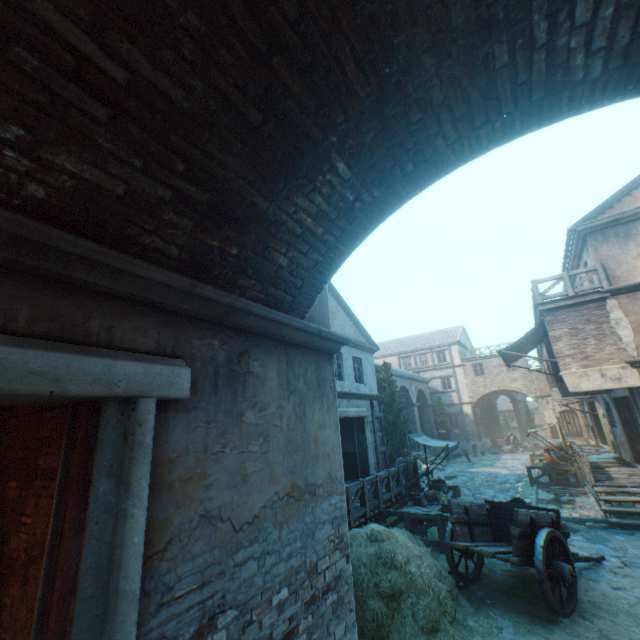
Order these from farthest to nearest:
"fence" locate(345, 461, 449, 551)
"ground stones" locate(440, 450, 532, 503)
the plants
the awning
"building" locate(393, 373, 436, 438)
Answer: "building" locate(393, 373, 436, 438) < "ground stones" locate(440, 450, 532, 503) < the awning < "fence" locate(345, 461, 449, 551) < the plants

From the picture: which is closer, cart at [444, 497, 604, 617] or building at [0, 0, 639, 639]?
building at [0, 0, 639, 639]

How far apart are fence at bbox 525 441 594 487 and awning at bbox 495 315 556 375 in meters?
3.3 m

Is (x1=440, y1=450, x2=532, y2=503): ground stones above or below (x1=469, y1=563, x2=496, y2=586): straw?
above

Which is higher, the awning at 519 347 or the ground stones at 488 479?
the awning at 519 347

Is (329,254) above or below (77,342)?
above

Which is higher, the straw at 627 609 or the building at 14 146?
the building at 14 146

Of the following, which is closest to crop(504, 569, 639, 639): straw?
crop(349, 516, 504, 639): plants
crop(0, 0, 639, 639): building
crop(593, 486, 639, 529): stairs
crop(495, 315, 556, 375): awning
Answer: crop(349, 516, 504, 639): plants
